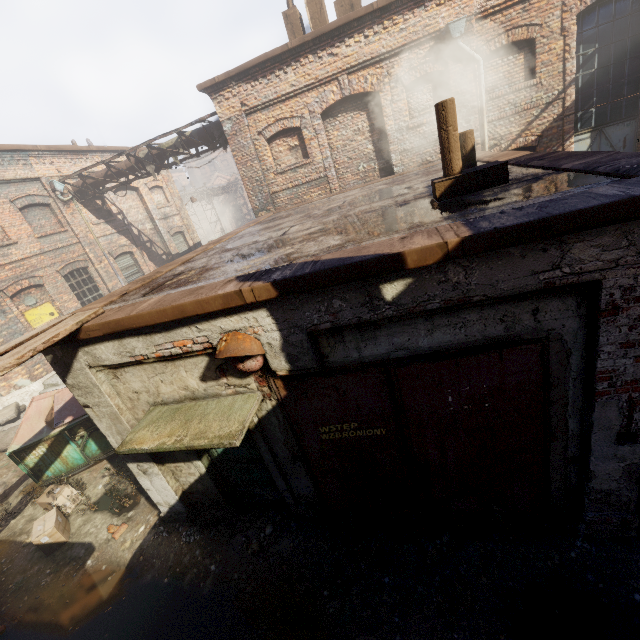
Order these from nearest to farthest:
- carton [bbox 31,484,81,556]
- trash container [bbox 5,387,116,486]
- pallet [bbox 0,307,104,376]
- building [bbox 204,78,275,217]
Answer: pallet [bbox 0,307,104,376], carton [bbox 31,484,81,556], trash container [bbox 5,387,116,486], building [bbox 204,78,275,217]

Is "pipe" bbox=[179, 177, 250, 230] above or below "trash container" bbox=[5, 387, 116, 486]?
above

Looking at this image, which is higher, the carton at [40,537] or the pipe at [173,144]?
the pipe at [173,144]

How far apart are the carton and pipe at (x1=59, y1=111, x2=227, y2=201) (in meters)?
11.34

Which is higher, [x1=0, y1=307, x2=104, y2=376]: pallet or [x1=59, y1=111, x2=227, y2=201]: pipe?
[x1=59, y1=111, x2=227, y2=201]: pipe

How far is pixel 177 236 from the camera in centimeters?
1973cm

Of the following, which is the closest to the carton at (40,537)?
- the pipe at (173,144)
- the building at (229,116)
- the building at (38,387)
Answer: the building at (38,387)

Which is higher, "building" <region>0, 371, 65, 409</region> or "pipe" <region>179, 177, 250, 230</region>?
"pipe" <region>179, 177, 250, 230</region>
